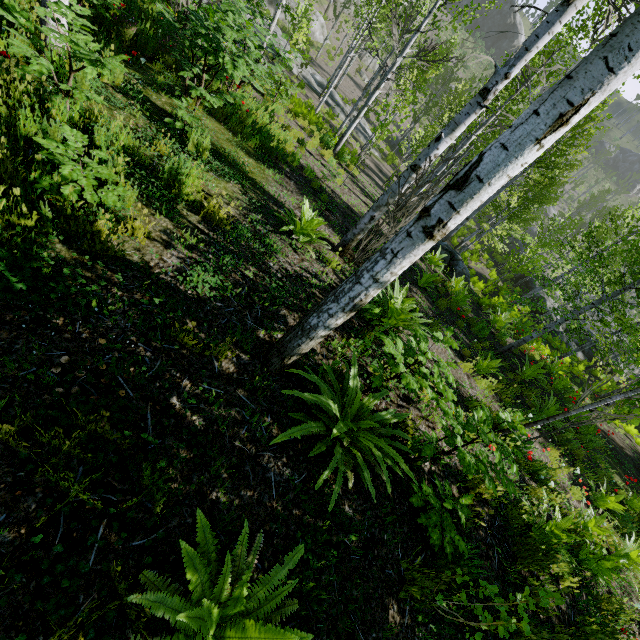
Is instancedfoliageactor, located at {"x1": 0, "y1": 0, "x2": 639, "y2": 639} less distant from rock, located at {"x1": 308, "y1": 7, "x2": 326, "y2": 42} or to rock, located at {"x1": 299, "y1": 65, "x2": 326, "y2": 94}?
rock, located at {"x1": 308, "y1": 7, "x2": 326, "y2": 42}

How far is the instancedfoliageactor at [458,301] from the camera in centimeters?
805cm

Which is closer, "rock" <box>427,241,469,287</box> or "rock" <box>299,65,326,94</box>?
"rock" <box>427,241,469,287</box>

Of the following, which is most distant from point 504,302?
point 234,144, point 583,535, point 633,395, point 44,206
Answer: point 44,206

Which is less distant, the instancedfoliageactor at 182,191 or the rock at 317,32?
the instancedfoliageactor at 182,191

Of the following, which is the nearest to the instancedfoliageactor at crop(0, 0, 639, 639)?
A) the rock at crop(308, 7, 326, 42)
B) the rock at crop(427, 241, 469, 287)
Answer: the rock at crop(427, 241, 469, 287)

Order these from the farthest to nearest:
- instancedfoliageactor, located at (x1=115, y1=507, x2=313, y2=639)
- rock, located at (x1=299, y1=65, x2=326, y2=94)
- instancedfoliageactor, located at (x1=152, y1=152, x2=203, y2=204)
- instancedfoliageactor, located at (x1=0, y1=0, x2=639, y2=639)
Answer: rock, located at (x1=299, y1=65, x2=326, y2=94)
instancedfoliageactor, located at (x1=152, y1=152, x2=203, y2=204)
instancedfoliageactor, located at (x1=0, y1=0, x2=639, y2=639)
instancedfoliageactor, located at (x1=115, y1=507, x2=313, y2=639)
